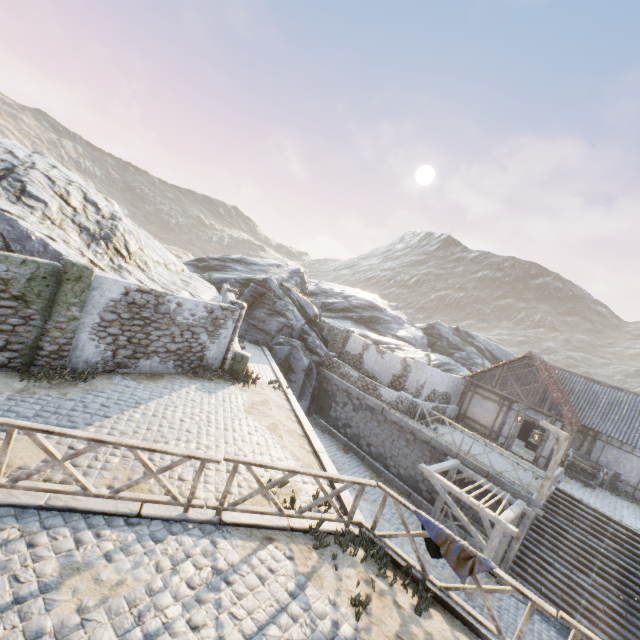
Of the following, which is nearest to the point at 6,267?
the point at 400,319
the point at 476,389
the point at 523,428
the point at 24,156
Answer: the point at 24,156

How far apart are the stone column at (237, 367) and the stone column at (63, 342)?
5.1m

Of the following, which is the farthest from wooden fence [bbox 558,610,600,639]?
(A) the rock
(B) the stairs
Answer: (A) the rock

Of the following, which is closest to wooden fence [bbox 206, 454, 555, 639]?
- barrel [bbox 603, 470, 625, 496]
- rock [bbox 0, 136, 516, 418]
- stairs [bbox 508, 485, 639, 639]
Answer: stairs [bbox 508, 485, 639, 639]

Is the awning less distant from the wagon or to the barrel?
the wagon

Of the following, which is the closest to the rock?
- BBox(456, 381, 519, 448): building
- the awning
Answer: BBox(456, 381, 519, 448): building

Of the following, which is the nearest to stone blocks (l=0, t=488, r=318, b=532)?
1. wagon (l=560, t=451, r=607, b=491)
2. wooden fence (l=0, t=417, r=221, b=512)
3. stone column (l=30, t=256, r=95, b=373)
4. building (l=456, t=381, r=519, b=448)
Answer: wooden fence (l=0, t=417, r=221, b=512)

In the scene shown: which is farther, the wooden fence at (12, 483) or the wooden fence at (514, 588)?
the wooden fence at (514, 588)
